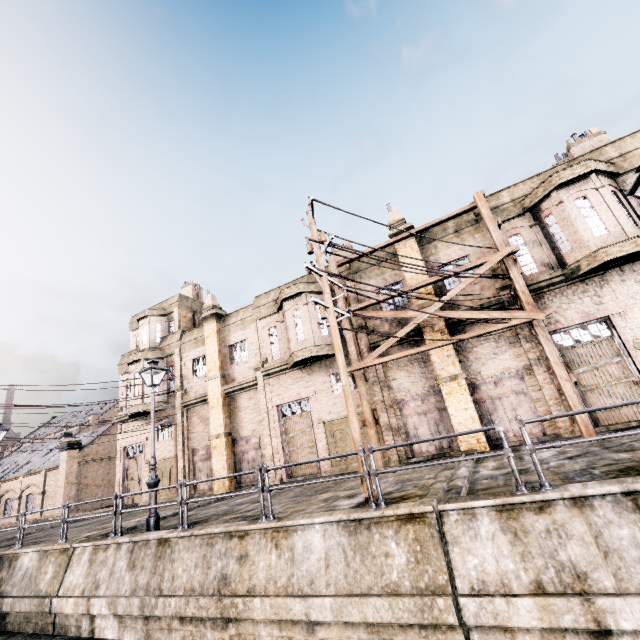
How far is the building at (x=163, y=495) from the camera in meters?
22.7 m

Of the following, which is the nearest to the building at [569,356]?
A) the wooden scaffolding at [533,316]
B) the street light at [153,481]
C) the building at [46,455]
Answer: the wooden scaffolding at [533,316]

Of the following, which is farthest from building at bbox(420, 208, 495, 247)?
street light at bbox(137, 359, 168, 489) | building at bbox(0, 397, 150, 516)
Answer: building at bbox(0, 397, 150, 516)

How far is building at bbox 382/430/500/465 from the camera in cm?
1477

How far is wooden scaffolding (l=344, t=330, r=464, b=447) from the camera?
15.14m

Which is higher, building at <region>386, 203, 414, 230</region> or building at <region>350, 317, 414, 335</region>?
building at <region>386, 203, 414, 230</region>

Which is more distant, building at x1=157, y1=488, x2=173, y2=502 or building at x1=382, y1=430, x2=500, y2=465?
building at x1=157, y1=488, x2=173, y2=502

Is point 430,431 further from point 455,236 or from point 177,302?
point 177,302
